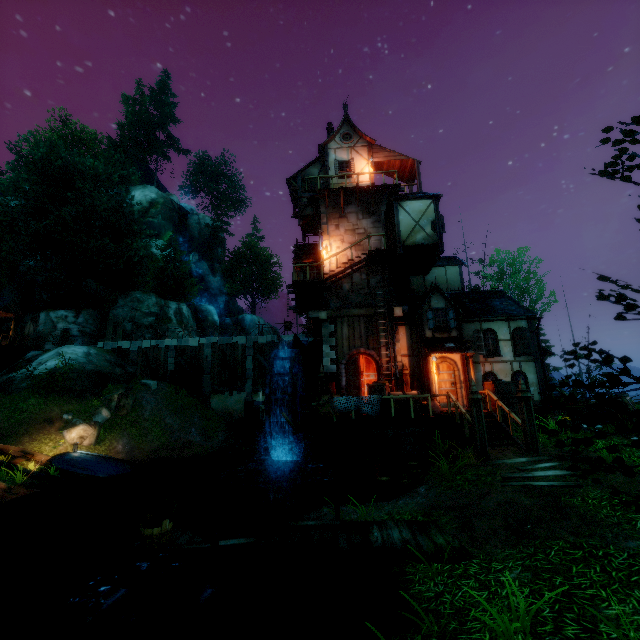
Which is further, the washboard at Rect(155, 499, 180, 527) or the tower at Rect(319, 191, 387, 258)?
the tower at Rect(319, 191, 387, 258)

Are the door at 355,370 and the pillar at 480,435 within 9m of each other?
yes

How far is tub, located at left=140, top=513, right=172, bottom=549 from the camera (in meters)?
6.88

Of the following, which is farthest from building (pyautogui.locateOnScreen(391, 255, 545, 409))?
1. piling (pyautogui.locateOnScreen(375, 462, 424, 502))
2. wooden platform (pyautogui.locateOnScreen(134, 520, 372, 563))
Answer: wooden platform (pyautogui.locateOnScreen(134, 520, 372, 563))

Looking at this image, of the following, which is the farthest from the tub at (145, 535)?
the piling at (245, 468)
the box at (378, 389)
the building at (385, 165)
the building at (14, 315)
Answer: the building at (14, 315)

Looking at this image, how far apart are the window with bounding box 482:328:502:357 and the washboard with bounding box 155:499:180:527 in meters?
15.4 m

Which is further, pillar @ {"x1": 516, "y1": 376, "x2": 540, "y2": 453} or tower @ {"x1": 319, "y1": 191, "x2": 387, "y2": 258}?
tower @ {"x1": 319, "y1": 191, "x2": 387, "y2": 258}

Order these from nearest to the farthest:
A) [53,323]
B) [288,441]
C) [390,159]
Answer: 1. [288,441]
2. [390,159]
3. [53,323]
